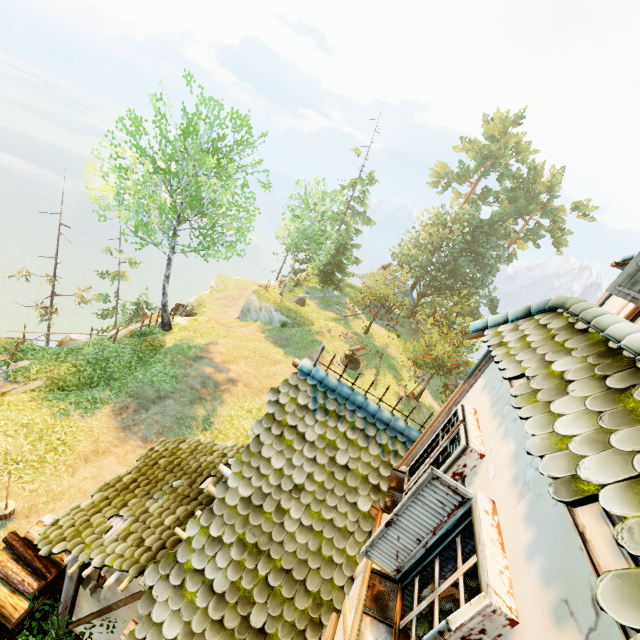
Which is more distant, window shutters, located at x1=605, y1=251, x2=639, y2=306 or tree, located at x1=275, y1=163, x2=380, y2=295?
tree, located at x1=275, y1=163, x2=380, y2=295

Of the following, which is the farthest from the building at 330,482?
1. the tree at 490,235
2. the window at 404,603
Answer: the tree at 490,235

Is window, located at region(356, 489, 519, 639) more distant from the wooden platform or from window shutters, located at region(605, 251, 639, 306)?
the wooden platform

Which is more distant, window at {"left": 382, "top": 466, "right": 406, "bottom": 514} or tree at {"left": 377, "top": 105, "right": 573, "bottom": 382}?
tree at {"left": 377, "top": 105, "right": 573, "bottom": 382}

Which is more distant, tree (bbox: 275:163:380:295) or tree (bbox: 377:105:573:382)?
tree (bbox: 377:105:573:382)

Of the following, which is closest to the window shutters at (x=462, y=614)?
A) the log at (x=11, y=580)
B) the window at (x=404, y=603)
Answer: the window at (x=404, y=603)

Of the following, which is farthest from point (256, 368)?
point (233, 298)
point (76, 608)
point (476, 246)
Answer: point (233, 298)
